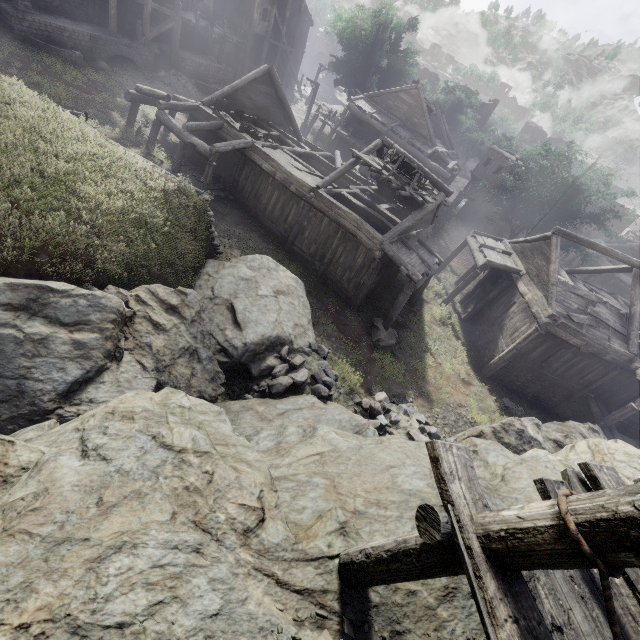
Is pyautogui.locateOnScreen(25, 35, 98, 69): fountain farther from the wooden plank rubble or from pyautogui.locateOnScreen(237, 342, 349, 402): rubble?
pyautogui.locateOnScreen(237, 342, 349, 402): rubble

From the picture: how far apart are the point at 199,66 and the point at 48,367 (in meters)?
30.16

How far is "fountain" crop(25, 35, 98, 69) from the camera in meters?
18.4 m

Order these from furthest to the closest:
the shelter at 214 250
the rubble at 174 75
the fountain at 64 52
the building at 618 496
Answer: the rubble at 174 75
the fountain at 64 52
the shelter at 214 250
the building at 618 496

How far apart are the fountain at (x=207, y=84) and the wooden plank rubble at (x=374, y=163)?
17.8m

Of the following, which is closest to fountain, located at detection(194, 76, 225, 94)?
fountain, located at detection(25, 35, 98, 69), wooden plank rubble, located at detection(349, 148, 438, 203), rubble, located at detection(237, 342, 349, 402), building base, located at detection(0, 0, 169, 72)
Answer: building base, located at detection(0, 0, 169, 72)

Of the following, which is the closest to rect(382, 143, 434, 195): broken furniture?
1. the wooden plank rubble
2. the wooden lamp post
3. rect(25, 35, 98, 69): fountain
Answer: the wooden plank rubble

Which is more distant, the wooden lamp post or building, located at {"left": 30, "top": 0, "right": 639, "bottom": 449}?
the wooden lamp post
